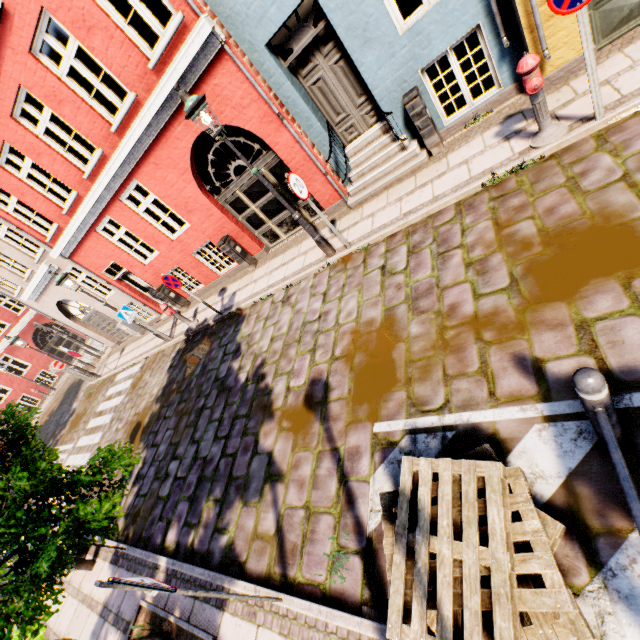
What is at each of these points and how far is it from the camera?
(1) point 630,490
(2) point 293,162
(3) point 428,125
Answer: (1) railing, 1.8 meters
(2) building, 7.5 meters
(3) electrical box, 6.2 meters

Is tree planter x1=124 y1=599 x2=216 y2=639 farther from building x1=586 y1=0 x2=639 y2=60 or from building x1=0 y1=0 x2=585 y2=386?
building x1=0 y1=0 x2=585 y2=386

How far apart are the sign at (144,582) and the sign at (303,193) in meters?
5.5 m

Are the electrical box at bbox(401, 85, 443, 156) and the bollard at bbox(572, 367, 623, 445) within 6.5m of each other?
yes

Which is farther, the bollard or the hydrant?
the hydrant

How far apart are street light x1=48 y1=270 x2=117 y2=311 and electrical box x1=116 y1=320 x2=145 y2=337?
3.97m

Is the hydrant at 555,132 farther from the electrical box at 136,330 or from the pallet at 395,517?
the electrical box at 136,330

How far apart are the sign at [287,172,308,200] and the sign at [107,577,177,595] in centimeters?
546cm
